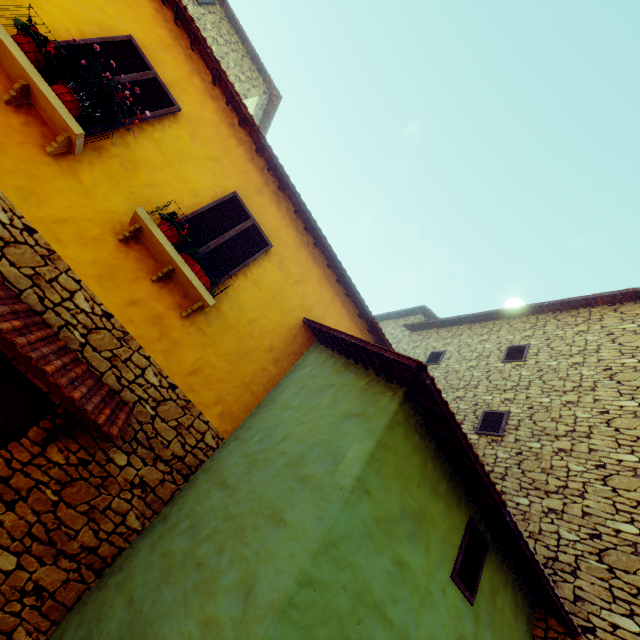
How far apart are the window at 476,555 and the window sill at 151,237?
4.24m

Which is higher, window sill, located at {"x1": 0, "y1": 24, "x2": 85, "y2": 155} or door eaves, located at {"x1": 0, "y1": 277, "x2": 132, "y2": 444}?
window sill, located at {"x1": 0, "y1": 24, "x2": 85, "y2": 155}

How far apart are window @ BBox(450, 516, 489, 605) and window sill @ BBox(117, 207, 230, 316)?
4.24m

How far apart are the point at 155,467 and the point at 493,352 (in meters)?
9.08

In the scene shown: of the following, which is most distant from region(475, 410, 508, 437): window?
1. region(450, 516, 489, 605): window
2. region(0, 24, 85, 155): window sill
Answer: region(450, 516, 489, 605): window

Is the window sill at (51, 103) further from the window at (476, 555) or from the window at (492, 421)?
the window at (476, 555)

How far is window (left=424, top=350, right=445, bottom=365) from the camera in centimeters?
1060cm

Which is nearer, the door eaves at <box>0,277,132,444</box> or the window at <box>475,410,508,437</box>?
the door eaves at <box>0,277,132,444</box>
